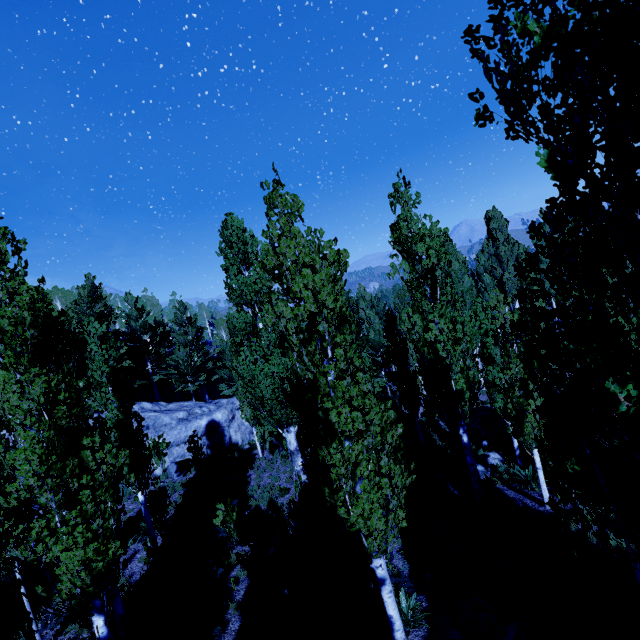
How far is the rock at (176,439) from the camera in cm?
2086

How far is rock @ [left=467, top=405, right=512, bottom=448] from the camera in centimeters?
1803cm

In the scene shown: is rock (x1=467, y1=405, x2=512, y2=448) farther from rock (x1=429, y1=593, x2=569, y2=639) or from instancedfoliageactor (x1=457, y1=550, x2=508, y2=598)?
rock (x1=429, y1=593, x2=569, y2=639)

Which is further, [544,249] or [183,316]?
[183,316]

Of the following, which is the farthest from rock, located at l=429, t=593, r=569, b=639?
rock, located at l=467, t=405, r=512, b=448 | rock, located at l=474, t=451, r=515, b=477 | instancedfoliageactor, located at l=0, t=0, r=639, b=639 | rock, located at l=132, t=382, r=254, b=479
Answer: rock, located at l=132, t=382, r=254, b=479

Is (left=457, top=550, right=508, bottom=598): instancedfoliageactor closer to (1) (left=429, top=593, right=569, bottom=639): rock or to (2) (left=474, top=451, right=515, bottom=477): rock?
(1) (left=429, top=593, right=569, bottom=639): rock

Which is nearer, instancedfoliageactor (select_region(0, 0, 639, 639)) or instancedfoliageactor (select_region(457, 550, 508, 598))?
instancedfoliageactor (select_region(0, 0, 639, 639))

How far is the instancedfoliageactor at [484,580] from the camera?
8.6m
